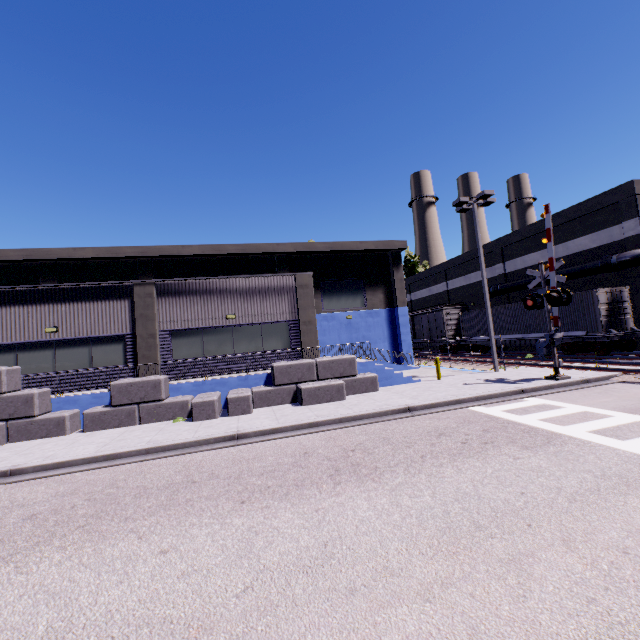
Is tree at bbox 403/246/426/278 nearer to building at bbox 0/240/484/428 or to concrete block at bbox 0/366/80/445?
building at bbox 0/240/484/428

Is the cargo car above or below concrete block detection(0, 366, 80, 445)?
above

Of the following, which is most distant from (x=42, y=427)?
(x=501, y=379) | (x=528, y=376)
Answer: (x=528, y=376)

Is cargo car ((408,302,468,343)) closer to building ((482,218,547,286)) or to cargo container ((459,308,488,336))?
cargo container ((459,308,488,336))

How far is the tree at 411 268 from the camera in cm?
5153

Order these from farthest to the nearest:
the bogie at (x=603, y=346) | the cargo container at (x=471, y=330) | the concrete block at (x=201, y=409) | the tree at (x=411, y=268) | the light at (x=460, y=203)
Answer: the tree at (x=411, y=268) → the cargo container at (x=471, y=330) → the bogie at (x=603, y=346) → the light at (x=460, y=203) → the concrete block at (x=201, y=409)

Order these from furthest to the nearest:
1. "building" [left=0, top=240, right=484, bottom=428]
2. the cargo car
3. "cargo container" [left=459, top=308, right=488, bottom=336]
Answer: the cargo car → "cargo container" [left=459, top=308, right=488, bottom=336] → "building" [left=0, top=240, right=484, bottom=428]

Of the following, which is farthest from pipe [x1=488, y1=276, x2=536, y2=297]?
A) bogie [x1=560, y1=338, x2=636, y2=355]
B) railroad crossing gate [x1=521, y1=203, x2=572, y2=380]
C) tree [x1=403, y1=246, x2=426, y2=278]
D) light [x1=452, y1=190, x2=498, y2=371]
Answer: tree [x1=403, y1=246, x2=426, y2=278]
